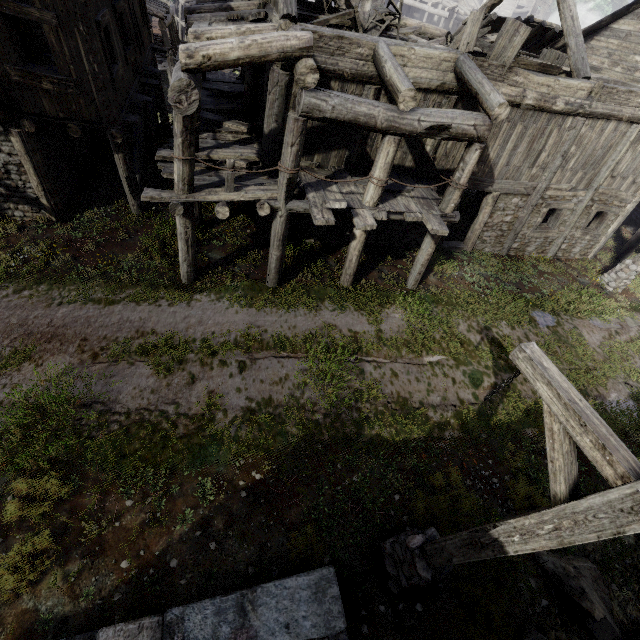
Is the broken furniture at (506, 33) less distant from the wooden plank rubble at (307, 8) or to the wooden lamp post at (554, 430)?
the wooden plank rubble at (307, 8)

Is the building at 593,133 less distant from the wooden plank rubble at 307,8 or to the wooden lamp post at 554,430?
the wooden plank rubble at 307,8

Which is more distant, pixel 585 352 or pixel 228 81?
pixel 228 81

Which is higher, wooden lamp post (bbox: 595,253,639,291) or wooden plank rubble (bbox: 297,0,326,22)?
wooden plank rubble (bbox: 297,0,326,22)

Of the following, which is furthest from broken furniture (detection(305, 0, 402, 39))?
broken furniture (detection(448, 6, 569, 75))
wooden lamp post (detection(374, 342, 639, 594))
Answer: wooden lamp post (detection(374, 342, 639, 594))

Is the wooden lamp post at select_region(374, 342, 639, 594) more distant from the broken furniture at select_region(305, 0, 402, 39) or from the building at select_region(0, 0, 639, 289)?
the broken furniture at select_region(305, 0, 402, 39)

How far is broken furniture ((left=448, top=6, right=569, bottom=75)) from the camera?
8.47m

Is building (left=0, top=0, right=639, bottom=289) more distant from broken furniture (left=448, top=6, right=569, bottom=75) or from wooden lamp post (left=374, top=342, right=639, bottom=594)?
wooden lamp post (left=374, top=342, right=639, bottom=594)
